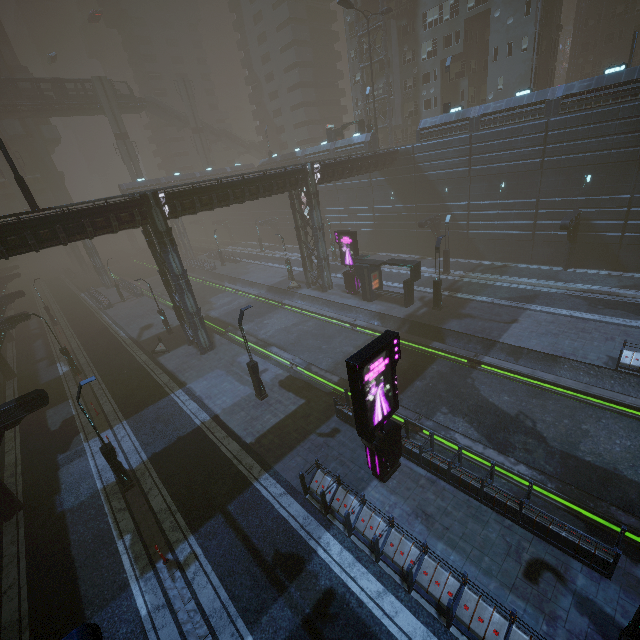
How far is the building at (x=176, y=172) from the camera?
48.41m

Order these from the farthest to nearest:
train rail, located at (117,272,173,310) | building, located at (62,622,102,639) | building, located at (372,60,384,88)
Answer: building, located at (372,60,384,88) < train rail, located at (117,272,173,310) < building, located at (62,622,102,639)

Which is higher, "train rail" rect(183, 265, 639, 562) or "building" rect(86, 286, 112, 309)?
"building" rect(86, 286, 112, 309)

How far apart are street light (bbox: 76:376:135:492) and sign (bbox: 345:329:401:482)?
10.2 meters

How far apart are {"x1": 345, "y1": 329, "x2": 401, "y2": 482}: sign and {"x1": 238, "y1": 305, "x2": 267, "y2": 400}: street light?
7.9 meters

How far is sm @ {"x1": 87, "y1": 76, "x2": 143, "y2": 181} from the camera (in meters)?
51.75

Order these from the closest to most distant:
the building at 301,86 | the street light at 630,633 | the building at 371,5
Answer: the street light at 630,633 < the building at 371,5 < the building at 301,86

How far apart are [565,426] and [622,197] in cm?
2013
